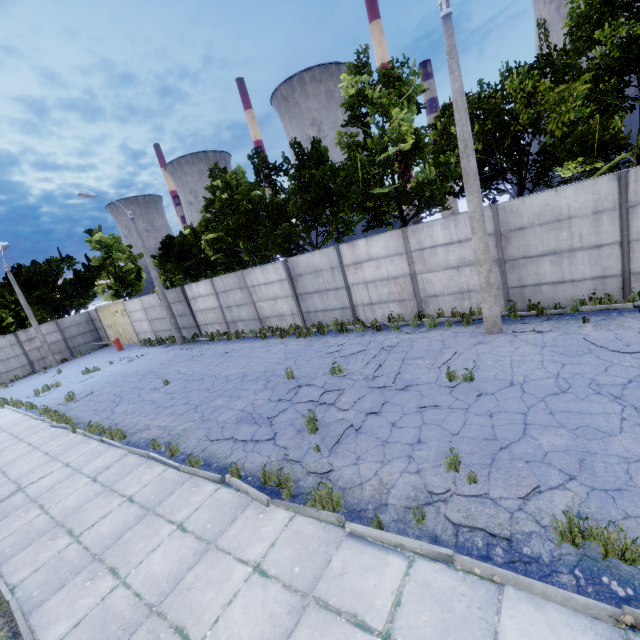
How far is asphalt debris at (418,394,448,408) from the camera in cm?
707

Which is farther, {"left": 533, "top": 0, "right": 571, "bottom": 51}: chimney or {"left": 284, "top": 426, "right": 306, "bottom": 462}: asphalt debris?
{"left": 533, "top": 0, "right": 571, "bottom": 51}: chimney

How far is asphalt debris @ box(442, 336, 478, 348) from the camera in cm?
956

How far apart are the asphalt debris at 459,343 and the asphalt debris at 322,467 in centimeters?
542cm

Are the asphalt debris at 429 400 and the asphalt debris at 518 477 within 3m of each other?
yes

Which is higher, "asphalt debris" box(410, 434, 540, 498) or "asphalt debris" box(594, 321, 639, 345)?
"asphalt debris" box(410, 434, 540, 498)

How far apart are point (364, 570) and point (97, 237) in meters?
38.3 m

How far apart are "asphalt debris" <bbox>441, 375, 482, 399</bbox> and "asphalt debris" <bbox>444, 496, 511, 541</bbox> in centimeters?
138cm
